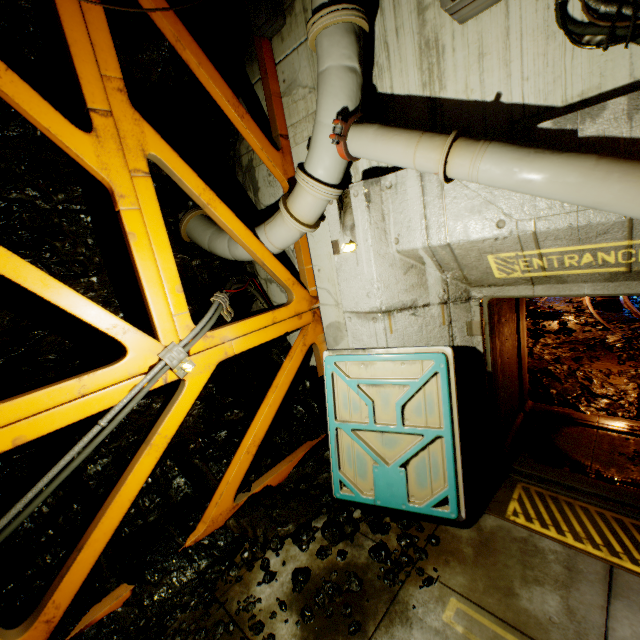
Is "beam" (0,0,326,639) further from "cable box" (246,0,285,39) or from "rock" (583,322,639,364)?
"rock" (583,322,639,364)

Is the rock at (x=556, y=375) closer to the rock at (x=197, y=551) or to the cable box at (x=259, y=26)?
Answer: the rock at (x=197, y=551)

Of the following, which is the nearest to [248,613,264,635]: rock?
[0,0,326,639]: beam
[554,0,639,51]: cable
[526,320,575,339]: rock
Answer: [0,0,326,639]: beam

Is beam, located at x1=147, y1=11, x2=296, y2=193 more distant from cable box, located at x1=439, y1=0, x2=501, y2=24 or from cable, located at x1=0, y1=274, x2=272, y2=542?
cable box, located at x1=439, y1=0, x2=501, y2=24

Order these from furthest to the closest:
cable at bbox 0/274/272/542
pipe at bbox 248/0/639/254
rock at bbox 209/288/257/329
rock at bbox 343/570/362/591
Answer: rock at bbox 209/288/257/329, rock at bbox 343/570/362/591, cable at bbox 0/274/272/542, pipe at bbox 248/0/639/254

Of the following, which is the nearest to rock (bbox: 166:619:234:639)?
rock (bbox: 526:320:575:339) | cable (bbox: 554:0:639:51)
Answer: rock (bbox: 526:320:575:339)

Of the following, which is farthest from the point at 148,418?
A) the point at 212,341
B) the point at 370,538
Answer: the point at 370,538

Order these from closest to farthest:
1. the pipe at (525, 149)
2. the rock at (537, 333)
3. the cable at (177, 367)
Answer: the pipe at (525, 149) < the cable at (177, 367) < the rock at (537, 333)
